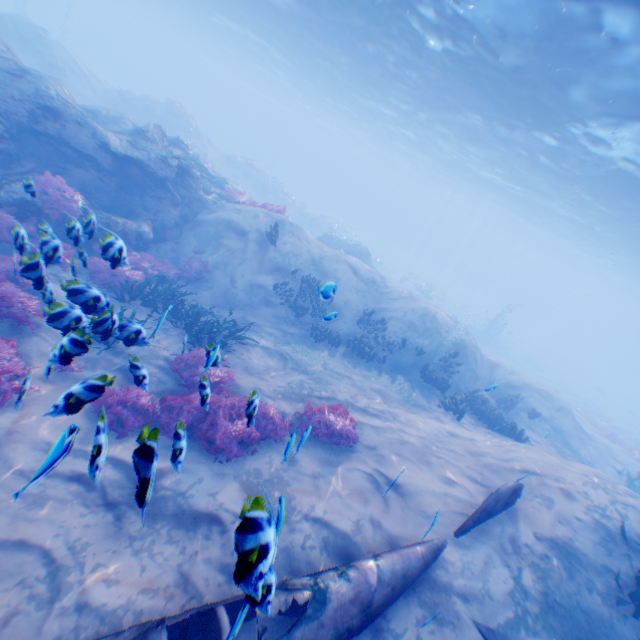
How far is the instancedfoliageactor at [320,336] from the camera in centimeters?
1279cm

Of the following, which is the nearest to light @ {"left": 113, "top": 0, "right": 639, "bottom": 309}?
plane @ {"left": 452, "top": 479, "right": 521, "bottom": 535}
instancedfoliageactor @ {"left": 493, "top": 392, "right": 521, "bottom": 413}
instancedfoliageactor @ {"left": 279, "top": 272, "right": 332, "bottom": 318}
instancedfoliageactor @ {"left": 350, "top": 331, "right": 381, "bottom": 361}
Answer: plane @ {"left": 452, "top": 479, "right": 521, "bottom": 535}

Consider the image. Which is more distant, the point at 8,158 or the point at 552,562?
the point at 8,158

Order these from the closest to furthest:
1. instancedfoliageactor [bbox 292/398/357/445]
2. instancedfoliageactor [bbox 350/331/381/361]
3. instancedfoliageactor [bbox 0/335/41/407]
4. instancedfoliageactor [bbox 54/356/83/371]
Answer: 1. instancedfoliageactor [bbox 54/356/83/371]
2. instancedfoliageactor [bbox 0/335/41/407]
3. instancedfoliageactor [bbox 292/398/357/445]
4. instancedfoliageactor [bbox 350/331/381/361]

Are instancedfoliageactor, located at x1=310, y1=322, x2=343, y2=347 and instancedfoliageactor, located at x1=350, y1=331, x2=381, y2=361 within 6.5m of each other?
yes

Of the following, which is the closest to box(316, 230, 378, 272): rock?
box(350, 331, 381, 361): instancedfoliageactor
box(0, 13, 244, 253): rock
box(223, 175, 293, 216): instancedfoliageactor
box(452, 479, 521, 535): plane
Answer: box(223, 175, 293, 216): instancedfoliageactor

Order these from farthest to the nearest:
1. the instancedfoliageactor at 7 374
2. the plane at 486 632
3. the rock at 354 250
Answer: the rock at 354 250
the instancedfoliageactor at 7 374
the plane at 486 632

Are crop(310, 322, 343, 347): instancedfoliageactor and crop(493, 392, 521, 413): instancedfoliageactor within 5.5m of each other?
no
